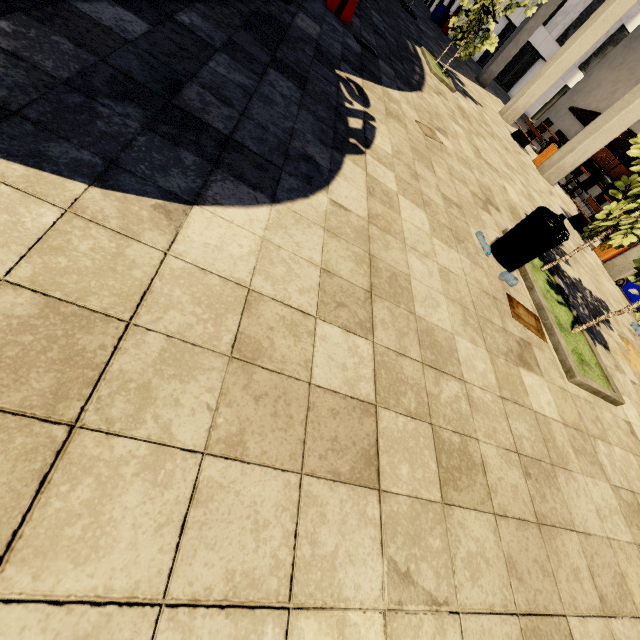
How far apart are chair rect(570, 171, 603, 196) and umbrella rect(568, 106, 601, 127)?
3.60m

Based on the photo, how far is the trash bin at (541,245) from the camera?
3.57m

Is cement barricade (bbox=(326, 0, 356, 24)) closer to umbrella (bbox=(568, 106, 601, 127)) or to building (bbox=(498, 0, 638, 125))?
building (bbox=(498, 0, 638, 125))

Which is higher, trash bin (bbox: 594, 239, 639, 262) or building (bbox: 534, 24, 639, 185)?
building (bbox: 534, 24, 639, 185)

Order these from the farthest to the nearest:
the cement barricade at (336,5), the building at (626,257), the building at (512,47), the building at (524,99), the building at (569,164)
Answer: the building at (512,47) → the building at (524,99) → the building at (569,164) → the building at (626,257) → the cement barricade at (336,5)

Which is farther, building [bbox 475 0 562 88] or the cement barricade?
building [bbox 475 0 562 88]

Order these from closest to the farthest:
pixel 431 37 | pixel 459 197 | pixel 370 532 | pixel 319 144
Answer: pixel 370 532 → pixel 319 144 → pixel 459 197 → pixel 431 37

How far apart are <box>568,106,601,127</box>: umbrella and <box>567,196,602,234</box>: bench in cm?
→ 700
